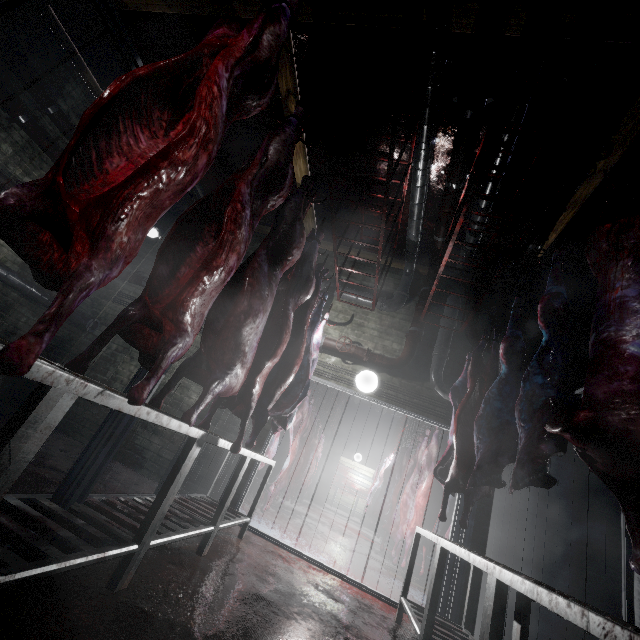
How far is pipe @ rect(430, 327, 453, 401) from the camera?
4.13m

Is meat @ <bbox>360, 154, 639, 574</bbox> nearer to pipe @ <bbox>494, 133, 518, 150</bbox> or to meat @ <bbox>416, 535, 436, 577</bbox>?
pipe @ <bbox>494, 133, 518, 150</bbox>

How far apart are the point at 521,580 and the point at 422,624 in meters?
1.4 m

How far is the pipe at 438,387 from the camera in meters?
4.1 m

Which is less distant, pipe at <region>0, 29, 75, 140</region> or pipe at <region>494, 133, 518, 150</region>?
pipe at <region>494, 133, 518, 150</region>

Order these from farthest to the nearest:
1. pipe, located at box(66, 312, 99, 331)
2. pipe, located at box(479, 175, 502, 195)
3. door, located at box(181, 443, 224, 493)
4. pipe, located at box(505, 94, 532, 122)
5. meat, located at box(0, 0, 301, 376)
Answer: pipe, located at box(66, 312, 99, 331) → door, located at box(181, 443, 224, 493) → pipe, located at box(479, 175, 502, 195) → pipe, located at box(505, 94, 532, 122) → meat, located at box(0, 0, 301, 376)

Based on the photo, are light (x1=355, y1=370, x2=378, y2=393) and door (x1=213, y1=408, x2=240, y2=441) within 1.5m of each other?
yes

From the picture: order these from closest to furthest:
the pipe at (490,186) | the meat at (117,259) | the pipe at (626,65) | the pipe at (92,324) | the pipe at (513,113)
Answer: the meat at (117,259)
the pipe at (626,65)
the pipe at (513,113)
the pipe at (490,186)
the pipe at (92,324)
